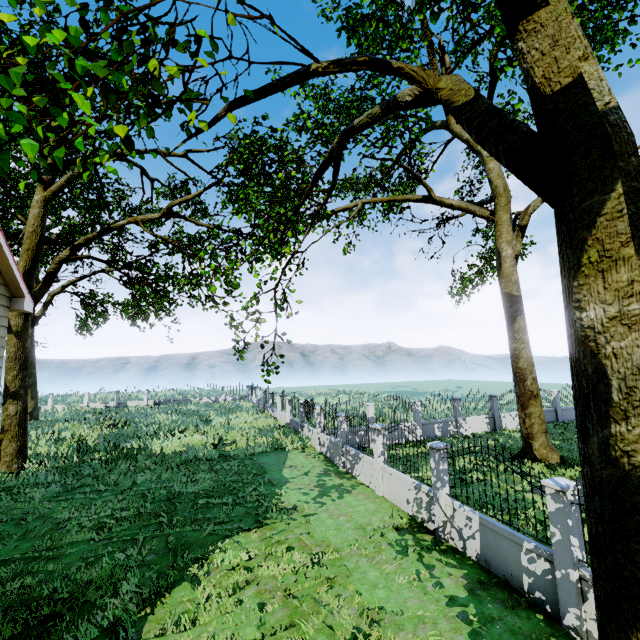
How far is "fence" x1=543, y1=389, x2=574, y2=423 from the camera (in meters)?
23.62

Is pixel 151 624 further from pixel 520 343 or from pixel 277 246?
pixel 520 343

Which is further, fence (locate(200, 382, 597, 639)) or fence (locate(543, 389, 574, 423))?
fence (locate(543, 389, 574, 423))

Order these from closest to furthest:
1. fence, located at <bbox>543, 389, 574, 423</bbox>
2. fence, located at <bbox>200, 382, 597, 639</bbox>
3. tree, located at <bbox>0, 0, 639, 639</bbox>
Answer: tree, located at <bbox>0, 0, 639, 639</bbox> < fence, located at <bbox>200, 382, 597, 639</bbox> < fence, located at <bbox>543, 389, 574, 423</bbox>

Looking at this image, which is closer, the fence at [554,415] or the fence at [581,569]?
the fence at [581,569]

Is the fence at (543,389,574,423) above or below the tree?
below

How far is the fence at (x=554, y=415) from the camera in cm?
A: 2362
